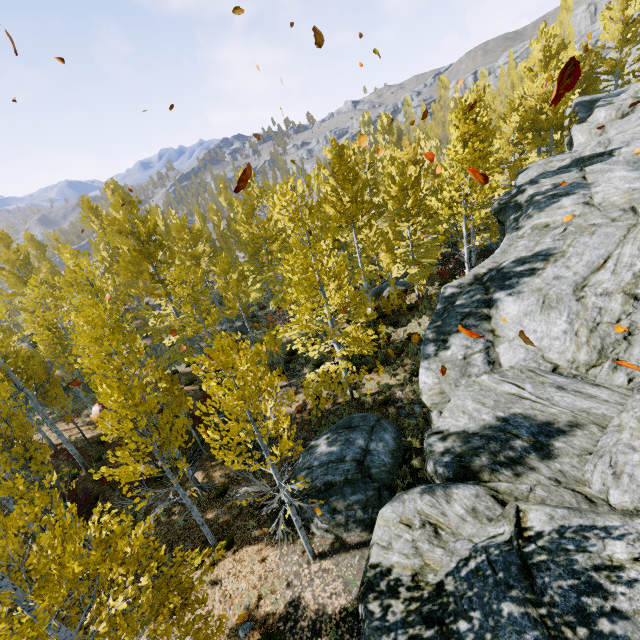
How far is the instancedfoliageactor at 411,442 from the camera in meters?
10.6

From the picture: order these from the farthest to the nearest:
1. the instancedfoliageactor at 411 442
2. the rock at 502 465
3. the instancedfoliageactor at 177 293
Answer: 1. the instancedfoliageactor at 411 442
2. the instancedfoliageactor at 177 293
3. the rock at 502 465

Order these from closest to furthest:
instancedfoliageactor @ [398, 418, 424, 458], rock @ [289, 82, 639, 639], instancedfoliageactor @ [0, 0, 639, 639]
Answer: rock @ [289, 82, 639, 639] → instancedfoliageactor @ [0, 0, 639, 639] → instancedfoliageactor @ [398, 418, 424, 458]

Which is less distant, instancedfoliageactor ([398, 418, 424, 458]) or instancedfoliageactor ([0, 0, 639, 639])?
instancedfoliageactor ([0, 0, 639, 639])

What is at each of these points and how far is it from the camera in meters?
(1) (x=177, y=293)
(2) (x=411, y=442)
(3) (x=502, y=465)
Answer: (1) instancedfoliageactor, 14.9 m
(2) instancedfoliageactor, 11.0 m
(3) rock, 6.7 m

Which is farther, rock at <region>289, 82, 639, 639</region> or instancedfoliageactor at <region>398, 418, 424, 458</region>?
instancedfoliageactor at <region>398, 418, 424, 458</region>

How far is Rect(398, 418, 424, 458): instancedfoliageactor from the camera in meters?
10.6 m
